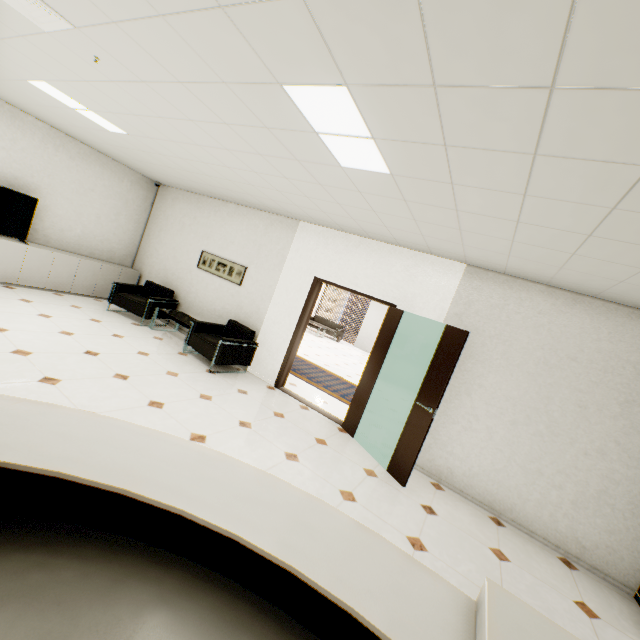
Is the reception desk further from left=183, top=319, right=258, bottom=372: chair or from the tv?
the tv

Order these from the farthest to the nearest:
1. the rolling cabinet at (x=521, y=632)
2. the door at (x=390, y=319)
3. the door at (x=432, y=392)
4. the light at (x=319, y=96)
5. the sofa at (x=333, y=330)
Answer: the sofa at (x=333, y=330) < the door at (x=390, y=319) < the door at (x=432, y=392) < the light at (x=319, y=96) < the rolling cabinet at (x=521, y=632)

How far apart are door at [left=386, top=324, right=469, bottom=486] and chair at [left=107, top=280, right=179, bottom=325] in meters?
5.2 m

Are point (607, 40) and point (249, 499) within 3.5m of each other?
yes

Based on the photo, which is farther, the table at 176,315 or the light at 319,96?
the table at 176,315

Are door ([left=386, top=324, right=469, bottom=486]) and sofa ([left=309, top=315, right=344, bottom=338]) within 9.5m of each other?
no

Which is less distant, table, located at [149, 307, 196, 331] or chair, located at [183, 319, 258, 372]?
chair, located at [183, 319, 258, 372]

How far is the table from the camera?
6.1 meters
